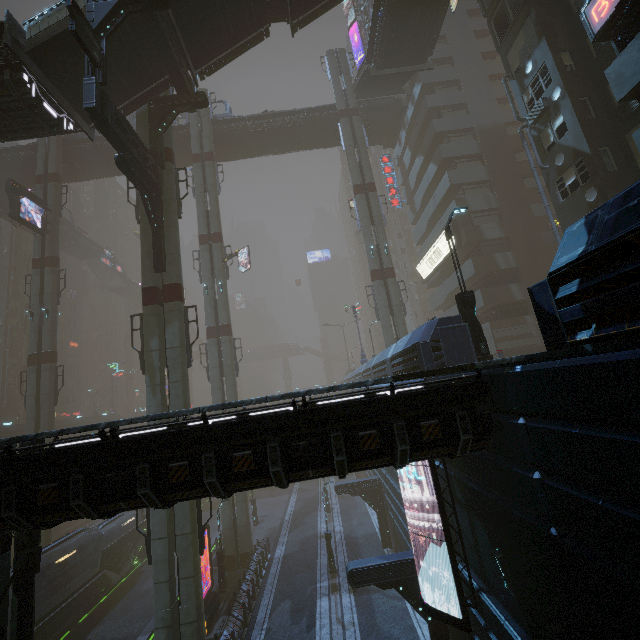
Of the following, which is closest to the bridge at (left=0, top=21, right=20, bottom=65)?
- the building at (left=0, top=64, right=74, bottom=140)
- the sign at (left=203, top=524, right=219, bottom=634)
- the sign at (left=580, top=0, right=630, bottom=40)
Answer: the building at (left=0, top=64, right=74, bottom=140)

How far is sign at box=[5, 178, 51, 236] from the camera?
26.7m

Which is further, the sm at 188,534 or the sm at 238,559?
the sm at 238,559

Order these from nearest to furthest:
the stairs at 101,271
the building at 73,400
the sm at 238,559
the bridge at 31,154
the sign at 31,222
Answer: the sm at 238,559
the sign at 31,222
the bridge at 31,154
the building at 73,400
the stairs at 101,271

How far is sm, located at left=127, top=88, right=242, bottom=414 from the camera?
17.0m

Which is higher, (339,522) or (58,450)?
(58,450)

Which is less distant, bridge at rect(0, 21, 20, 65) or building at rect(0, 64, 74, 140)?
bridge at rect(0, 21, 20, 65)

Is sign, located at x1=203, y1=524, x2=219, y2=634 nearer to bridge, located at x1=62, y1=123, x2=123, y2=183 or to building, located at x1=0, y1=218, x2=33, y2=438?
building, located at x1=0, y1=218, x2=33, y2=438
